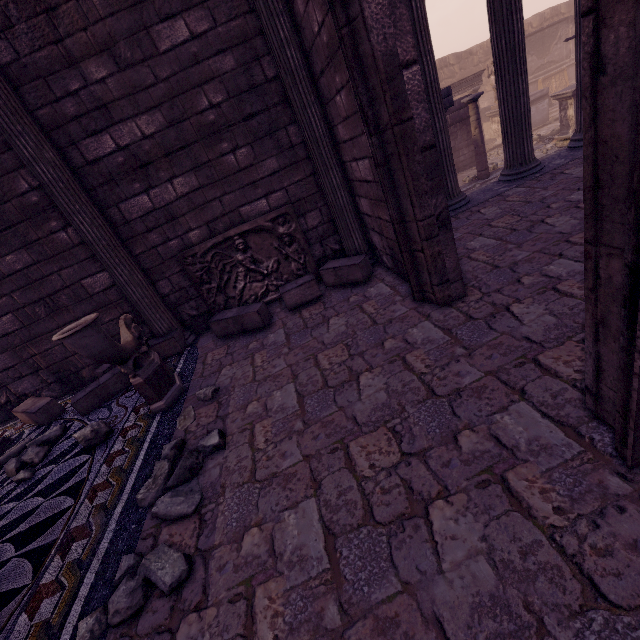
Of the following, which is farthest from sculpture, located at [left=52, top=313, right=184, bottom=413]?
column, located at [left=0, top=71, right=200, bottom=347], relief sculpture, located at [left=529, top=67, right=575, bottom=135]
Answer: relief sculpture, located at [left=529, top=67, right=575, bottom=135]

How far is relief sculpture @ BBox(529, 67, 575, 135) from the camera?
12.7m

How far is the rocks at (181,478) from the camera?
2.3m

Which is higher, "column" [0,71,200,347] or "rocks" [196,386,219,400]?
"column" [0,71,200,347]

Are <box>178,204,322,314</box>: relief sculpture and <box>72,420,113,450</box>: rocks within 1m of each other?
no

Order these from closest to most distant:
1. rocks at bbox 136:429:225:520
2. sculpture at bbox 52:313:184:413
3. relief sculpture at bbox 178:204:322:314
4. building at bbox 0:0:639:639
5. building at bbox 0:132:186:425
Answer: building at bbox 0:0:639:639, rocks at bbox 136:429:225:520, sculpture at bbox 52:313:184:413, building at bbox 0:132:186:425, relief sculpture at bbox 178:204:322:314

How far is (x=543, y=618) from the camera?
1.22m

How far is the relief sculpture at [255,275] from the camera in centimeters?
468cm
